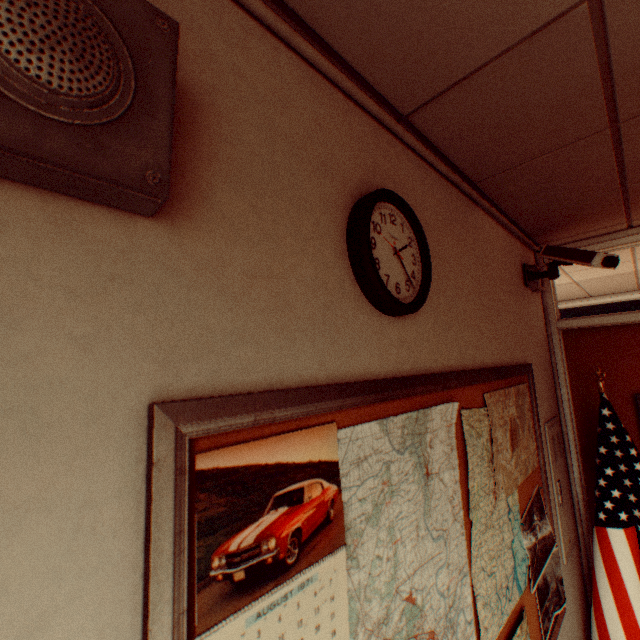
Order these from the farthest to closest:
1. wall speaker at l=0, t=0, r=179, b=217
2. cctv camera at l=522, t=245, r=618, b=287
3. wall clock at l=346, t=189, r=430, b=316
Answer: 1. cctv camera at l=522, t=245, r=618, b=287
2. wall clock at l=346, t=189, r=430, b=316
3. wall speaker at l=0, t=0, r=179, b=217

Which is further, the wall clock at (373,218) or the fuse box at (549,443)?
the fuse box at (549,443)

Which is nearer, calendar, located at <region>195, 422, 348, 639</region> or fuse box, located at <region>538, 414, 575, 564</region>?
calendar, located at <region>195, 422, 348, 639</region>

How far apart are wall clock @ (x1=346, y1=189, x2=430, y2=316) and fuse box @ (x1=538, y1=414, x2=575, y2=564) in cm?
163

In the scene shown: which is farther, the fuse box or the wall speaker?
the fuse box

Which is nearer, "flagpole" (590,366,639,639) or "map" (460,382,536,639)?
"map" (460,382,536,639)

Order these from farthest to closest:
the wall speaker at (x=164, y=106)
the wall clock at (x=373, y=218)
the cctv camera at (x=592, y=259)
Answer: the cctv camera at (x=592, y=259)
the wall clock at (x=373, y=218)
the wall speaker at (x=164, y=106)

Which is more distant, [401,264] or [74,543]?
[401,264]
